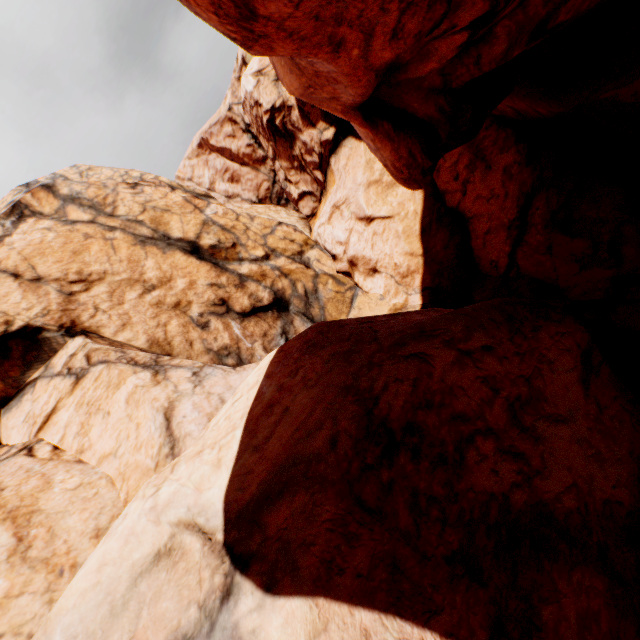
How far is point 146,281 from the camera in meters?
14.7
